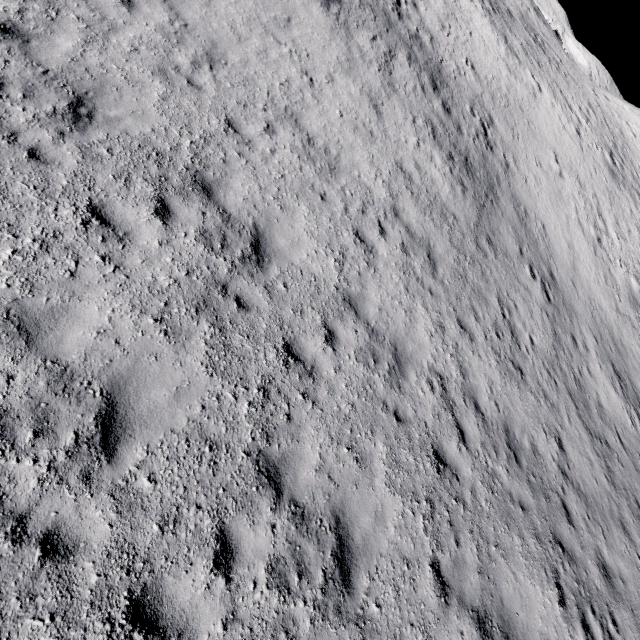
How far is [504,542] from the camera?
7.0 meters
